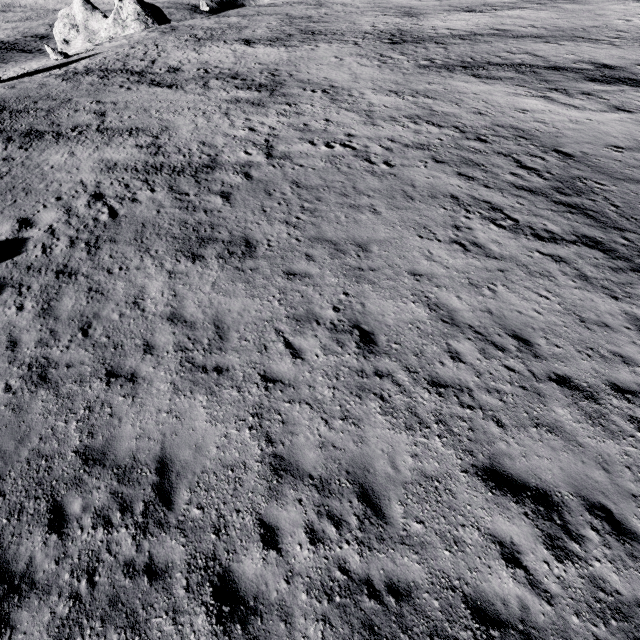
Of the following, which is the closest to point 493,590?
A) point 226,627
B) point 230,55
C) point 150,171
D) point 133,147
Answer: point 226,627
